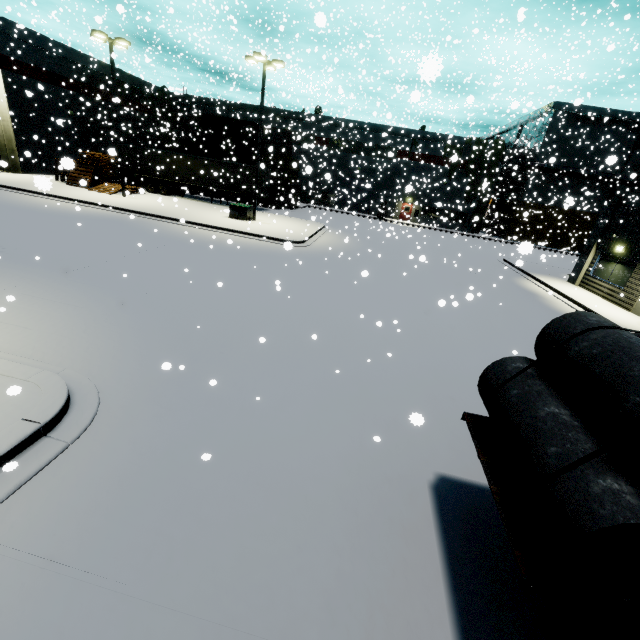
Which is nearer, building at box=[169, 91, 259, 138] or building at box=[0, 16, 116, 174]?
building at box=[0, 16, 116, 174]

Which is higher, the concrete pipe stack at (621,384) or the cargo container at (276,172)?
the cargo container at (276,172)

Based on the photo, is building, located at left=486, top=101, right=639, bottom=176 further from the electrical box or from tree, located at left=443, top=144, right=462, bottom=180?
the electrical box

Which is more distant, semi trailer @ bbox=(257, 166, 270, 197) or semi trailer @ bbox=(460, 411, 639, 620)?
semi trailer @ bbox=(257, 166, 270, 197)

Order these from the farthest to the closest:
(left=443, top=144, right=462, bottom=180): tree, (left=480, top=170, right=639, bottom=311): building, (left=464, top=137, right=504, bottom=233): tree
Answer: (left=464, top=137, right=504, bottom=233): tree < (left=480, top=170, right=639, bottom=311): building < (left=443, top=144, right=462, bottom=180): tree

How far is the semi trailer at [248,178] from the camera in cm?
2920

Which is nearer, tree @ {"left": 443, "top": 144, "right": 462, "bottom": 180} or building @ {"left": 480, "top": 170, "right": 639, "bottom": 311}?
tree @ {"left": 443, "top": 144, "right": 462, "bottom": 180}

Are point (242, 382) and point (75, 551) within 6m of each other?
yes
